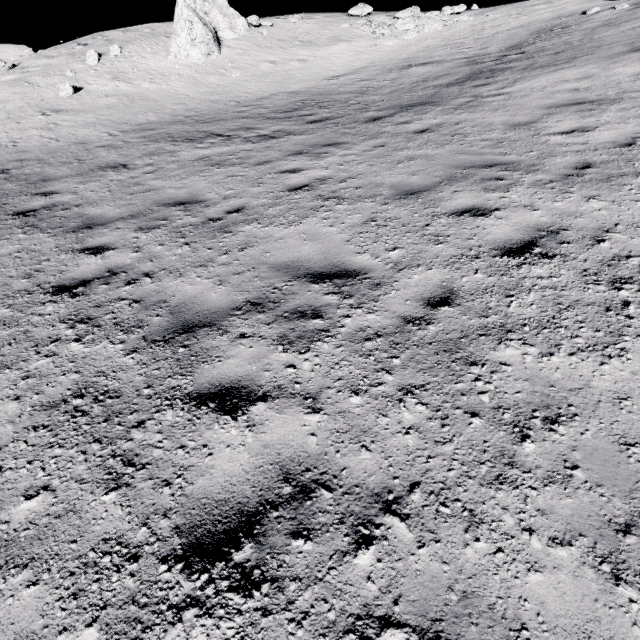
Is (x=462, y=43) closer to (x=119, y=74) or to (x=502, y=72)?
(x=502, y=72)

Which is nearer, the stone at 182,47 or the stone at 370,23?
the stone at 182,47

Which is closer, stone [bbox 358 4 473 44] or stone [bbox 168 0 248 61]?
stone [bbox 168 0 248 61]
